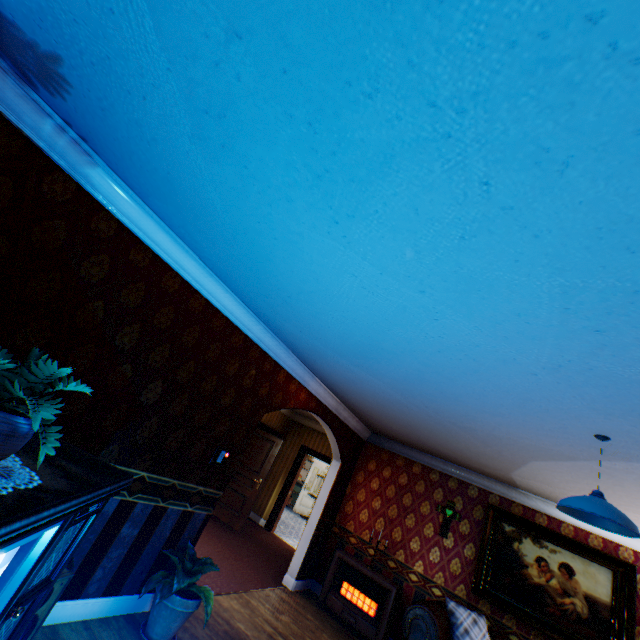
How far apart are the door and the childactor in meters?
7.1 m

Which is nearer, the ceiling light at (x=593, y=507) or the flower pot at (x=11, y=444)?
the flower pot at (x=11, y=444)

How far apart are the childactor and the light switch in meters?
4.6

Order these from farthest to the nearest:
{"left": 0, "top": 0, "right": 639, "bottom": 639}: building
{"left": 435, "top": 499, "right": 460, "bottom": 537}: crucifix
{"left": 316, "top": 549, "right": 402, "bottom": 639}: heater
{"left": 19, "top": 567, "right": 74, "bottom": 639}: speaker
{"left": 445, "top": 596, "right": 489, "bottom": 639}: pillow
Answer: {"left": 435, "top": 499, "right": 460, "bottom": 537}: crucifix → {"left": 316, "top": 549, "right": 402, "bottom": 639}: heater → {"left": 445, "top": 596, "right": 489, "bottom": 639}: pillow → {"left": 19, "top": 567, "right": 74, "bottom": 639}: speaker → {"left": 0, "top": 0, "right": 639, "bottom": 639}: building

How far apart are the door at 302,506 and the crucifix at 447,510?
9.5m

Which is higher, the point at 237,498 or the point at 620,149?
the point at 620,149

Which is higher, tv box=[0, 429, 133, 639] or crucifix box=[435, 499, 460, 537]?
crucifix box=[435, 499, 460, 537]

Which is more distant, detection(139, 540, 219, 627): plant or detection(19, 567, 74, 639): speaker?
detection(139, 540, 219, 627): plant
